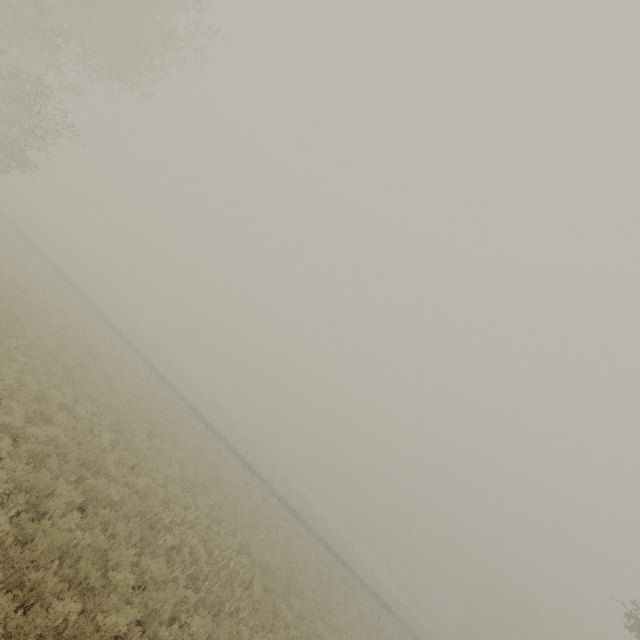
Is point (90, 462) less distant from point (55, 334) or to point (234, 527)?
point (234, 527)
